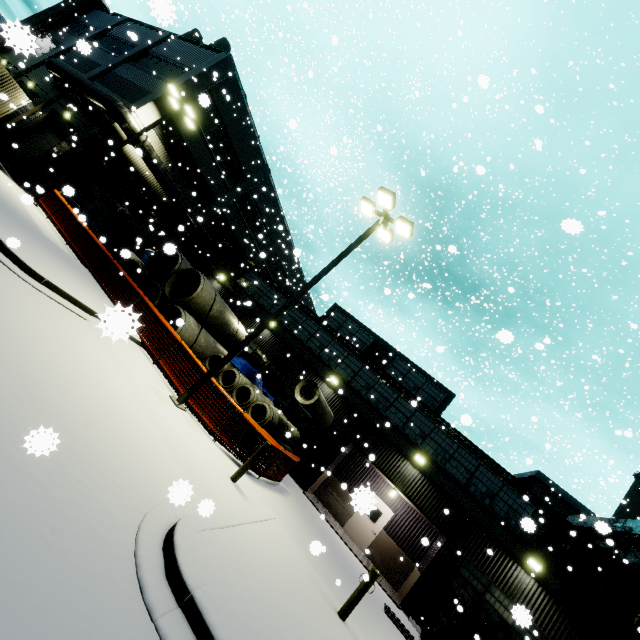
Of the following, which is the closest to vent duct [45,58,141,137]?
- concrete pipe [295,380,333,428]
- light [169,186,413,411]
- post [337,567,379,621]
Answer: light [169,186,413,411]

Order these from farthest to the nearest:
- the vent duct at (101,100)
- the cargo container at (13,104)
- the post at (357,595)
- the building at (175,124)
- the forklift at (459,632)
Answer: the building at (175,124), the vent duct at (101,100), the cargo container at (13,104), the forklift at (459,632), the post at (357,595)

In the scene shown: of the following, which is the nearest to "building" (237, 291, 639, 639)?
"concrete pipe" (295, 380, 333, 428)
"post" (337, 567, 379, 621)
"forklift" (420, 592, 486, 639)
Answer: "concrete pipe" (295, 380, 333, 428)

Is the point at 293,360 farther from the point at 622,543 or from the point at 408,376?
the point at 622,543

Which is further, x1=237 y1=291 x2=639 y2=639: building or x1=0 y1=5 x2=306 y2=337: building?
x1=0 y1=5 x2=306 y2=337: building

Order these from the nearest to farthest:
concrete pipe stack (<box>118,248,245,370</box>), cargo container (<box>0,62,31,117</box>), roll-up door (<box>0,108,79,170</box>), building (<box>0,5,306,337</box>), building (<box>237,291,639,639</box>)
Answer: building (<box>237,291,639,639</box>) < concrete pipe stack (<box>118,248,245,370</box>) < cargo container (<box>0,62,31,117</box>) < building (<box>0,5,306,337</box>) < roll-up door (<box>0,108,79,170</box>)

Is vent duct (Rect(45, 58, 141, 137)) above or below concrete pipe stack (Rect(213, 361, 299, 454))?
above

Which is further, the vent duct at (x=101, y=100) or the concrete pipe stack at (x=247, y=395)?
the vent duct at (x=101, y=100)
